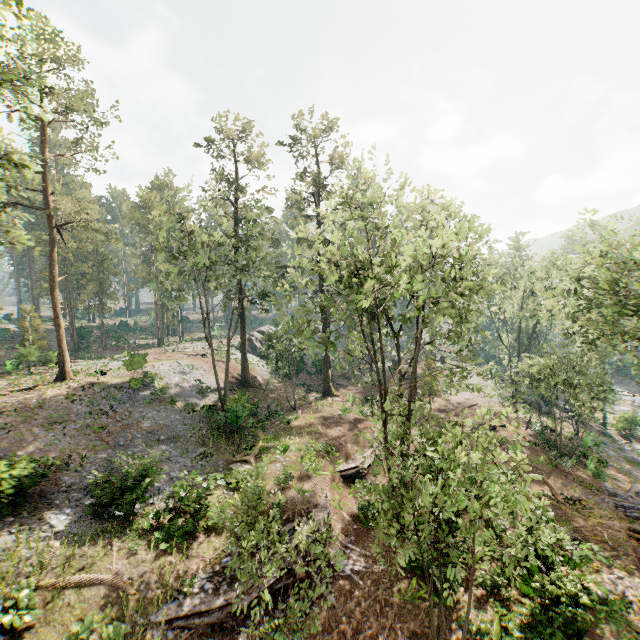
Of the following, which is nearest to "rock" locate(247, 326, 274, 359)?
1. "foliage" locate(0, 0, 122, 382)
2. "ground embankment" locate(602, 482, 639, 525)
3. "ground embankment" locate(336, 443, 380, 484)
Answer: "foliage" locate(0, 0, 122, 382)

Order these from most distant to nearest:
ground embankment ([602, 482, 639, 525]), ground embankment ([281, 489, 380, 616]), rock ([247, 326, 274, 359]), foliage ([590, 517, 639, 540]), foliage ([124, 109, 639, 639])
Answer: rock ([247, 326, 274, 359]) < ground embankment ([602, 482, 639, 525]) < foliage ([590, 517, 639, 540]) < ground embankment ([281, 489, 380, 616]) < foliage ([124, 109, 639, 639])

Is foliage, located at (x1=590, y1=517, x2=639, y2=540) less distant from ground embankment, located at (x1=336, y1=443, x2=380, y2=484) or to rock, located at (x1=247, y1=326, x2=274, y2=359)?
ground embankment, located at (x1=336, y1=443, x2=380, y2=484)

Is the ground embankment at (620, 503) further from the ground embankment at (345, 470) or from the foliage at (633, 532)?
the ground embankment at (345, 470)

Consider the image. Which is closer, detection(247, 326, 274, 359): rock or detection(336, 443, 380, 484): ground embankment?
detection(336, 443, 380, 484): ground embankment

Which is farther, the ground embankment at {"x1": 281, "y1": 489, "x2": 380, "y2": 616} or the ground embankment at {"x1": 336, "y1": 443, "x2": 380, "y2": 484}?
the ground embankment at {"x1": 336, "y1": 443, "x2": 380, "y2": 484}

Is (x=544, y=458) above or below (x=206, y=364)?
below

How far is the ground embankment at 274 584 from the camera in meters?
13.2
